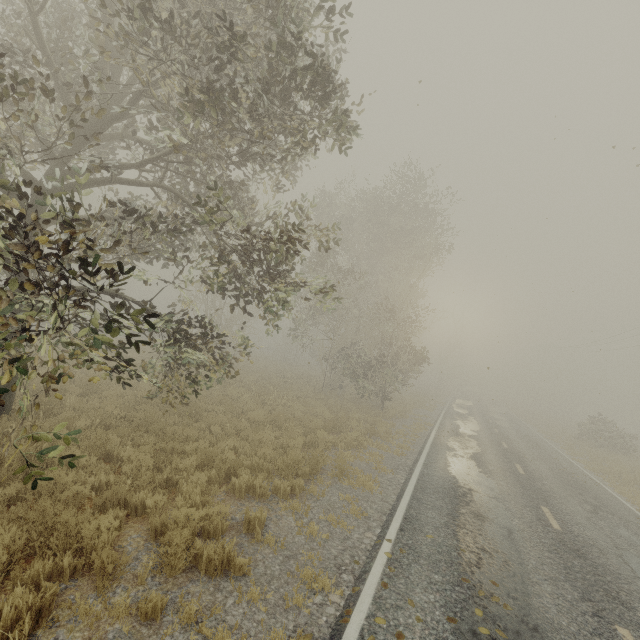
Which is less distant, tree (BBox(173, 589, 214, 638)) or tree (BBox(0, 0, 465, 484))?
Answer: tree (BBox(173, 589, 214, 638))

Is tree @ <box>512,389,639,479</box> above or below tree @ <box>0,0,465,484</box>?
below

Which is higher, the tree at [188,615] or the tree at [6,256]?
the tree at [6,256]

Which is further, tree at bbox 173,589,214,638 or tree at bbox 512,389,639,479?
tree at bbox 512,389,639,479

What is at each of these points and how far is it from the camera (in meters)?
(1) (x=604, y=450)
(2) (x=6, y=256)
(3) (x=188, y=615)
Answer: (1) tree, 24.59
(2) tree, 3.64
(3) tree, 3.85

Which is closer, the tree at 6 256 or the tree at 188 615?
the tree at 188 615

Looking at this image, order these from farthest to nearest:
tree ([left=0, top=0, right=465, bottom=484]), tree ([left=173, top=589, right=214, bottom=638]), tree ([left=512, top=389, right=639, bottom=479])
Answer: tree ([left=512, top=389, right=639, bottom=479])
tree ([left=0, top=0, right=465, bottom=484])
tree ([left=173, top=589, right=214, bottom=638])
